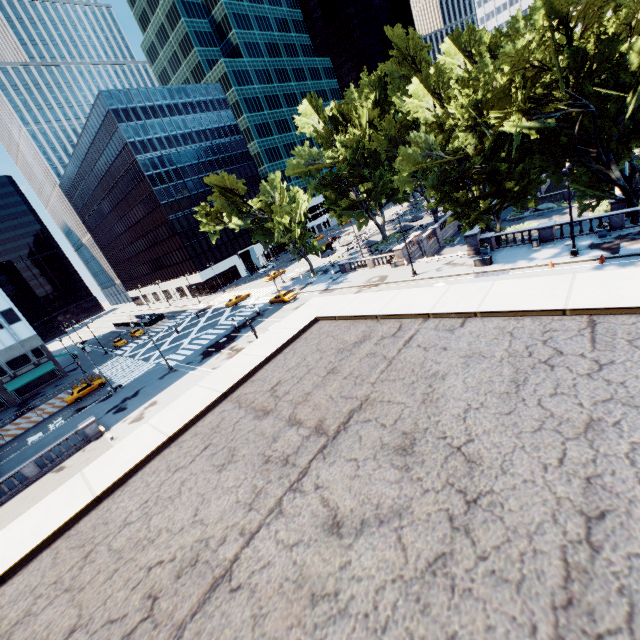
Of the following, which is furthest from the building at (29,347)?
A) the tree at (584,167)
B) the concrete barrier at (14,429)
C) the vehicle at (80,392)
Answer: the tree at (584,167)

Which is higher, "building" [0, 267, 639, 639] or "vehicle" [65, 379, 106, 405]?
"building" [0, 267, 639, 639]

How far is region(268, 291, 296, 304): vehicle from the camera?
46.48m

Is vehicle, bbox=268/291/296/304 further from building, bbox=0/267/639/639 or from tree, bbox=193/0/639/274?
building, bbox=0/267/639/639

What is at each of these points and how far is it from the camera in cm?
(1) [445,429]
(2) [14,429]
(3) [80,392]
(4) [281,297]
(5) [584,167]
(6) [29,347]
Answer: (1) building, 345
(2) concrete barrier, 3997
(3) vehicle, 4284
(4) vehicle, 4709
(5) tree, 2934
(6) building, 5488

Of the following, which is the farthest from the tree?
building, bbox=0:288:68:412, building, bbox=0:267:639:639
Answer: building, bbox=0:288:68:412

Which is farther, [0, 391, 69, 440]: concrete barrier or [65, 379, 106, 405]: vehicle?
[65, 379, 106, 405]: vehicle

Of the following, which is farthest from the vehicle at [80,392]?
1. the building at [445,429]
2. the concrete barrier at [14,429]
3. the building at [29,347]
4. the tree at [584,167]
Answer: the tree at [584,167]
